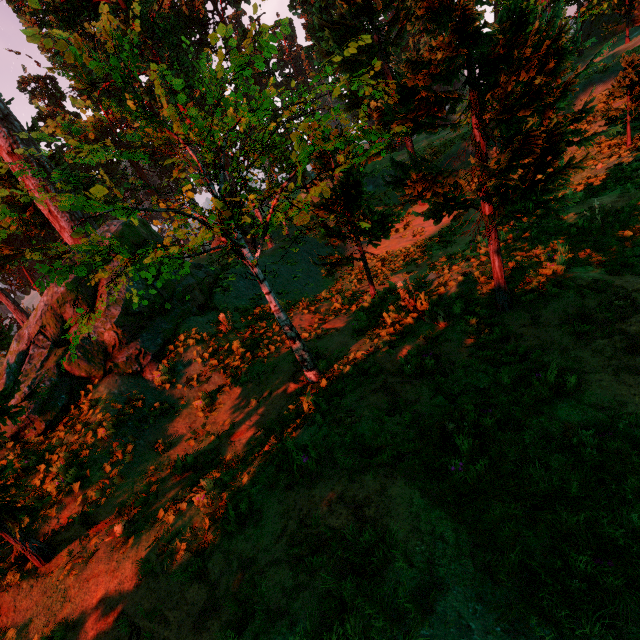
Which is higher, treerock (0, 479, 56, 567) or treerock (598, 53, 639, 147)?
treerock (598, 53, 639, 147)

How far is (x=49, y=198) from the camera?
14.1m

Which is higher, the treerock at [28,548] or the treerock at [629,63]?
the treerock at [629,63]

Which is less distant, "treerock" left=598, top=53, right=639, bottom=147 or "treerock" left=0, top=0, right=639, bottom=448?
"treerock" left=0, top=0, right=639, bottom=448

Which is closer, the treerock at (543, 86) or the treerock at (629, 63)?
the treerock at (543, 86)
